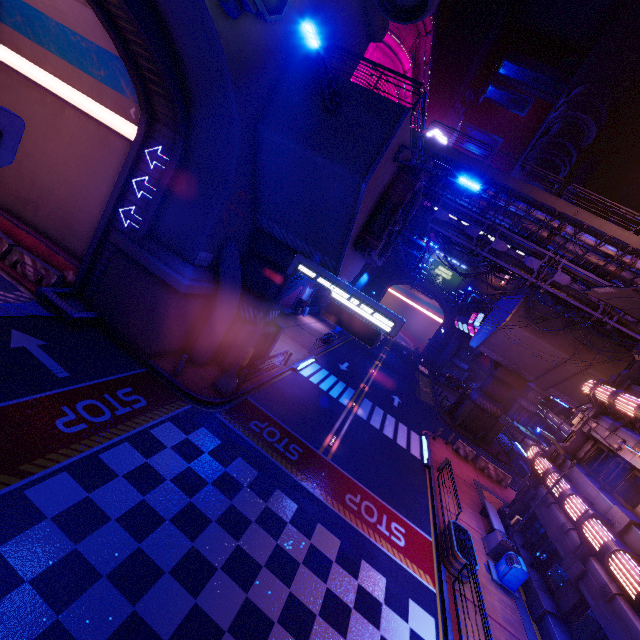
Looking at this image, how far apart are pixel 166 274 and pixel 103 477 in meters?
7.7

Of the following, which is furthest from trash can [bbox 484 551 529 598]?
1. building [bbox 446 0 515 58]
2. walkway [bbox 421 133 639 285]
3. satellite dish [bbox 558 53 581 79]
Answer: satellite dish [bbox 558 53 581 79]

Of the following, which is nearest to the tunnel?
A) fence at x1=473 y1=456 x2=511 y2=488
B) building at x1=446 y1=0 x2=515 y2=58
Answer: fence at x1=473 y1=456 x2=511 y2=488

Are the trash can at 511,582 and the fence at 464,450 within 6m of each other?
no

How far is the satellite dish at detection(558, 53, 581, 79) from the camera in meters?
58.3 m

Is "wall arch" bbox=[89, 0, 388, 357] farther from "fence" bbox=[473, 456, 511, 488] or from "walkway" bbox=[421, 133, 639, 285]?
"fence" bbox=[473, 456, 511, 488]

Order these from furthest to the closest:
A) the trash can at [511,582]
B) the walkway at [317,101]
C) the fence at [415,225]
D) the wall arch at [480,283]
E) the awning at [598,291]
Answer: the wall arch at [480,283] → the fence at [415,225] → the trash can at [511,582] → the awning at [598,291] → the walkway at [317,101]

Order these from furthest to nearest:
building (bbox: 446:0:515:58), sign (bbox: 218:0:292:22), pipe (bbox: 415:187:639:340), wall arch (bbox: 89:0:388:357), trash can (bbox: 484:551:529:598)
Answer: building (bbox: 446:0:515:58), pipe (bbox: 415:187:639:340), trash can (bbox: 484:551:529:598), wall arch (bbox: 89:0:388:357), sign (bbox: 218:0:292:22)
